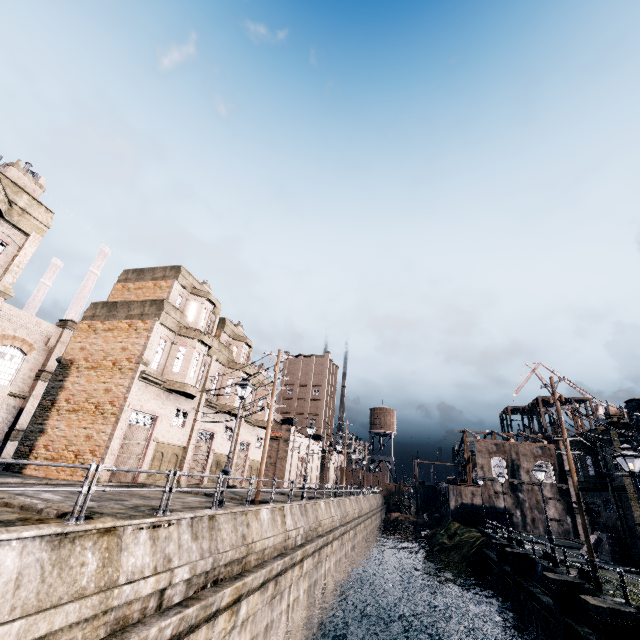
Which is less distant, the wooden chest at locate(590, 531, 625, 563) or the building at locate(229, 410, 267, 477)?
the wooden chest at locate(590, 531, 625, 563)

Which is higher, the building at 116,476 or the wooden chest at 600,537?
the building at 116,476

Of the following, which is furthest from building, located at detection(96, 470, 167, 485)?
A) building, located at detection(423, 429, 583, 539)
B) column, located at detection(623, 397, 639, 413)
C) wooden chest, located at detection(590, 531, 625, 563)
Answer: column, located at detection(623, 397, 639, 413)

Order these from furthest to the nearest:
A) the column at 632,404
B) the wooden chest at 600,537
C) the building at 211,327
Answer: the wooden chest at 600,537
the column at 632,404
the building at 211,327

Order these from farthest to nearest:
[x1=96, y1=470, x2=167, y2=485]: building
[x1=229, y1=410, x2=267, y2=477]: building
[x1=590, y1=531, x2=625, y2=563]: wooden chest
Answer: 1. [x1=229, y1=410, x2=267, y2=477]: building
2. [x1=590, y1=531, x2=625, y2=563]: wooden chest
3. [x1=96, y1=470, x2=167, y2=485]: building

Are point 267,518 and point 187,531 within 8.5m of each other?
yes

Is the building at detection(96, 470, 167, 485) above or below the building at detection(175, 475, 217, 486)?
above
